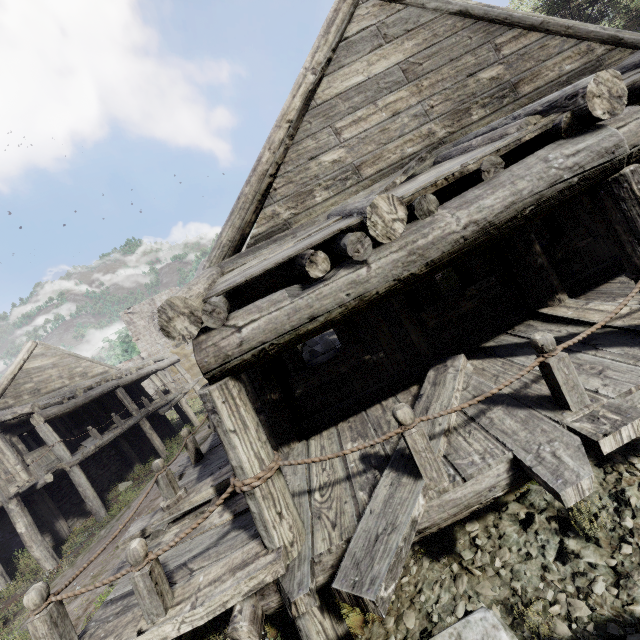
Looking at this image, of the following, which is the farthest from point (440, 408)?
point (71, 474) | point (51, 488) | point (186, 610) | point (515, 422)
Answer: point (51, 488)

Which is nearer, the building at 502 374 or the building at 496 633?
the building at 496 633

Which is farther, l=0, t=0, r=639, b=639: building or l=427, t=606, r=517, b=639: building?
l=0, t=0, r=639, b=639: building
